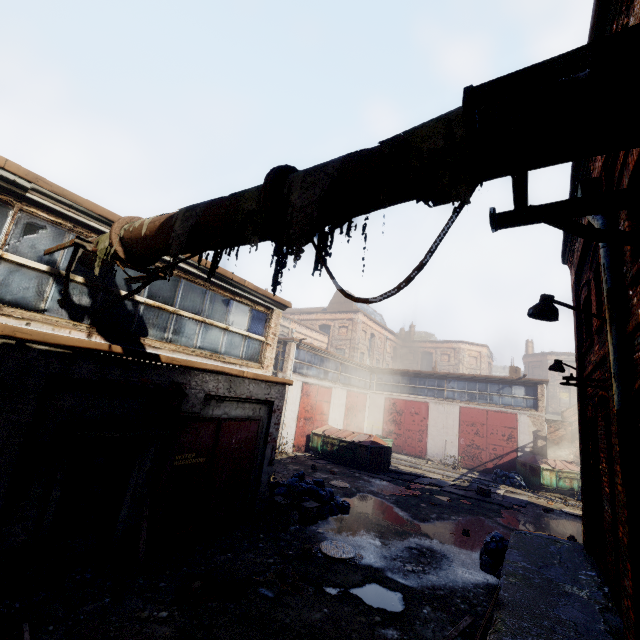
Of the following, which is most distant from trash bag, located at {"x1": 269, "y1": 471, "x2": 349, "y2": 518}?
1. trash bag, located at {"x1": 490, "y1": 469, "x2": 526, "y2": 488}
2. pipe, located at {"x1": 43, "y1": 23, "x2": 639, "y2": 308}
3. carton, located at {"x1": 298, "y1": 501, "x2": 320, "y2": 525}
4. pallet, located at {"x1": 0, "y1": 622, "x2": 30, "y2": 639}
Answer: trash bag, located at {"x1": 490, "y1": 469, "x2": 526, "y2": 488}

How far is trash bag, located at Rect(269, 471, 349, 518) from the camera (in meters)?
9.95

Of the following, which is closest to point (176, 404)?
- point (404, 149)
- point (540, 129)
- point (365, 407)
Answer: point (404, 149)

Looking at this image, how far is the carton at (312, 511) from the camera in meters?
9.1 m

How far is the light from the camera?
4.68m

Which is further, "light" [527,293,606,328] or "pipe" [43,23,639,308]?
"light" [527,293,606,328]

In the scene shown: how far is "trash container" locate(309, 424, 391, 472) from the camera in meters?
17.3 m

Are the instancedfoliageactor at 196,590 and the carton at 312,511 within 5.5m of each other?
yes
